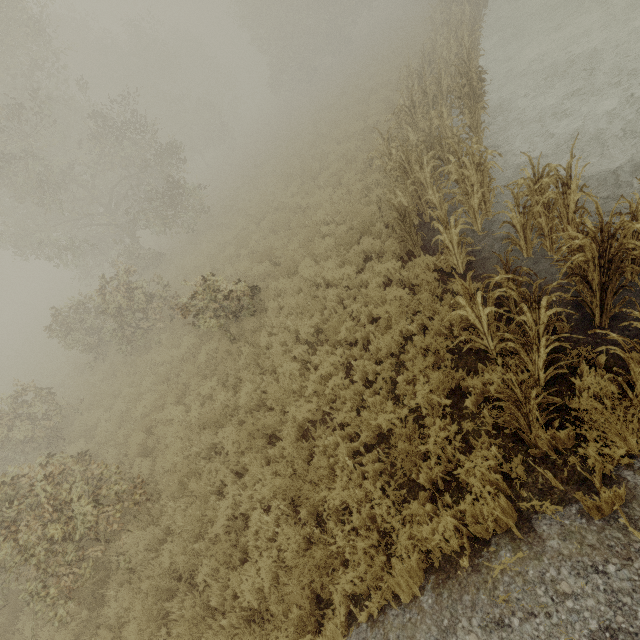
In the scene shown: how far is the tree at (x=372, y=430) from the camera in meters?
5.1

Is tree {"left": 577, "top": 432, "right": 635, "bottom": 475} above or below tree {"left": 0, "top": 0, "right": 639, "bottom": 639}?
below

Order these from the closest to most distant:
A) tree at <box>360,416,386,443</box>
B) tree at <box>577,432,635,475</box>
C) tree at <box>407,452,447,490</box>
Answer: tree at <box>577,432,635,475</box>
tree at <box>407,452,447,490</box>
tree at <box>360,416,386,443</box>

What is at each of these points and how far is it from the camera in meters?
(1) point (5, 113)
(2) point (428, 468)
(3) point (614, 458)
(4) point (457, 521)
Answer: (1) tree, 17.6 m
(2) tree, 4.6 m
(3) tree, 3.6 m
(4) tree, 3.9 m

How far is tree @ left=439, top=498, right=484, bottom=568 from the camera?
3.7 meters

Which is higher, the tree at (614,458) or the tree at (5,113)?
the tree at (5,113)
